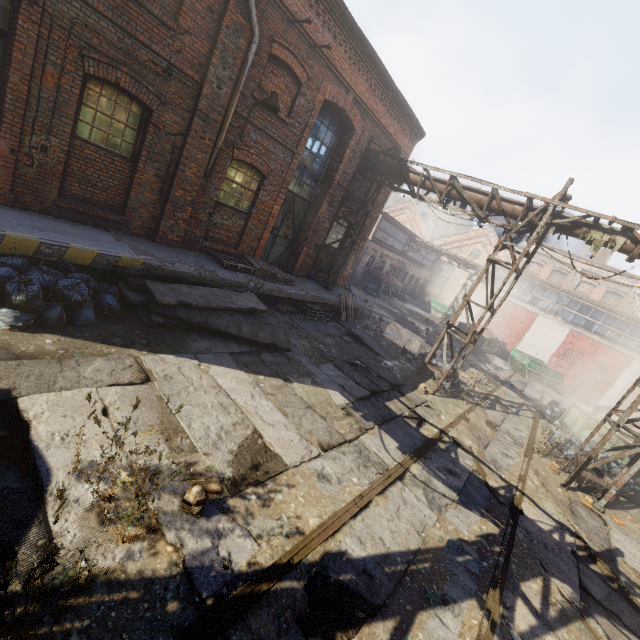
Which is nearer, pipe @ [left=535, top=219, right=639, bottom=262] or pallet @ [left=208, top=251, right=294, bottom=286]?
pipe @ [left=535, top=219, right=639, bottom=262]

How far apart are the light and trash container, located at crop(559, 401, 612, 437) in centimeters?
1474cm

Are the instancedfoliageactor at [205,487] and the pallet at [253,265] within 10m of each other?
yes

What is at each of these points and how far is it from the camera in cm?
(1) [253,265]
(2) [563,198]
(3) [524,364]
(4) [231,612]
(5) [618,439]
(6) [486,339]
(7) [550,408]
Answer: (1) pallet, 1048
(2) scaffolding, 874
(3) container, 2116
(4) track, 272
(5) trash container, 1099
(6) trash container, 2159
(7) trash bag, 1454

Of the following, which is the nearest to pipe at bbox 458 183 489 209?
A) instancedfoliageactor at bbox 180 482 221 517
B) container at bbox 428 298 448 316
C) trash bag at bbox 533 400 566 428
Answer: instancedfoliageactor at bbox 180 482 221 517

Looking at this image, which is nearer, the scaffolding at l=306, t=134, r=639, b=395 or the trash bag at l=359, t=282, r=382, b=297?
the scaffolding at l=306, t=134, r=639, b=395

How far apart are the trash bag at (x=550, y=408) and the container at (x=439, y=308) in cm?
1659

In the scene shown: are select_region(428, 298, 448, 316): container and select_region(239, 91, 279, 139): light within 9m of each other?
no
